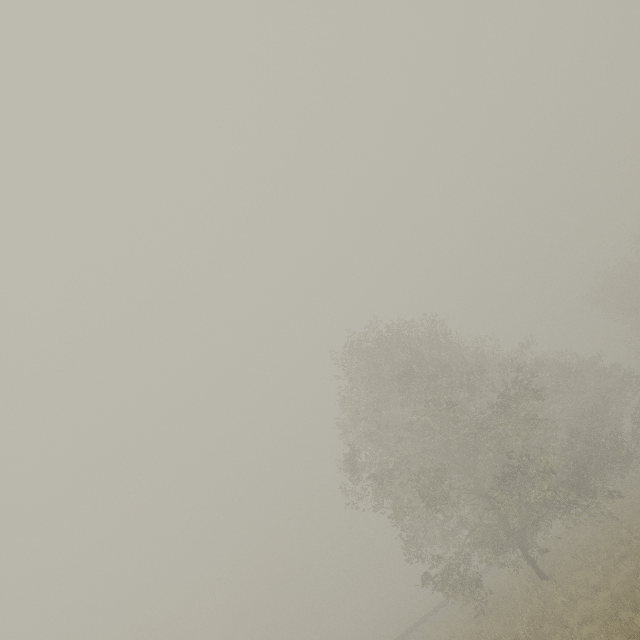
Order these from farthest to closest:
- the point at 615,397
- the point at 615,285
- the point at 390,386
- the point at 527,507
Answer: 1. the point at 615,285
2. the point at 615,397
3. the point at 390,386
4. the point at 527,507
